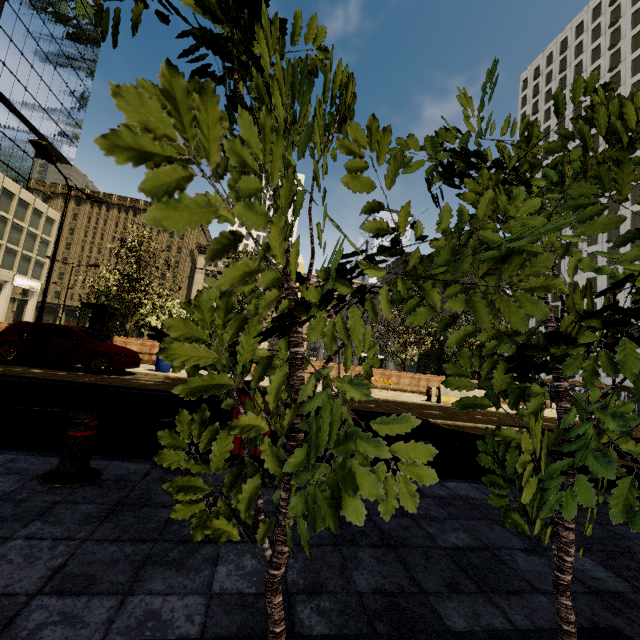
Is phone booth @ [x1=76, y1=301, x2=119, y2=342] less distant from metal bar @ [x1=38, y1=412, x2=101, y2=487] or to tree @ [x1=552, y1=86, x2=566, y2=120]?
tree @ [x1=552, y1=86, x2=566, y2=120]

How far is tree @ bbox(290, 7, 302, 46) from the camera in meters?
1.6

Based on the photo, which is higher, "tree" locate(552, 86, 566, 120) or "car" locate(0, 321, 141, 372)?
"tree" locate(552, 86, 566, 120)

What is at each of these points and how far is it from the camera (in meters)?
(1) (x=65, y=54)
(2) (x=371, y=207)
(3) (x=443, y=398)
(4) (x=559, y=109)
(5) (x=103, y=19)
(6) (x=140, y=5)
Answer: (1) building, 43.06
(2) tree, 1.25
(3) cement barricade, 15.18
(4) tree, 1.88
(5) tree, 1.42
(6) tree, 1.24

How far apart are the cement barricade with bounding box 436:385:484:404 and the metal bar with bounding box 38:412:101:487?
14.5m

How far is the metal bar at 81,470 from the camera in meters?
2.8 m

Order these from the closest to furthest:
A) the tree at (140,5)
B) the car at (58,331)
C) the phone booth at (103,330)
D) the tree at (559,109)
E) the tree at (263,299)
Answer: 1. the tree at (263,299)
2. the tree at (140,5)
3. the tree at (559,109)
4. the car at (58,331)
5. the phone booth at (103,330)
